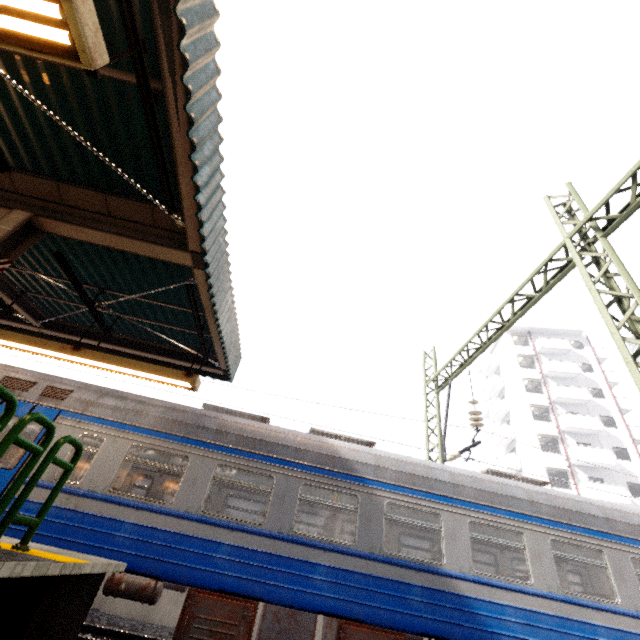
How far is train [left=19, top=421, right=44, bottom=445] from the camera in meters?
6.1

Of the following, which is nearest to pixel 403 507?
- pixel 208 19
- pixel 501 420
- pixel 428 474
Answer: pixel 428 474

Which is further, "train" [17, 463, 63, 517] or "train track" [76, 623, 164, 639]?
"train track" [76, 623, 164, 639]

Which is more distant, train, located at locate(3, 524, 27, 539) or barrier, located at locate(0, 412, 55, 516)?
train, located at locate(3, 524, 27, 539)

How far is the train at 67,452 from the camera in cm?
598

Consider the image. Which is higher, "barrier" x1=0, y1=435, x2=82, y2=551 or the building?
the building
